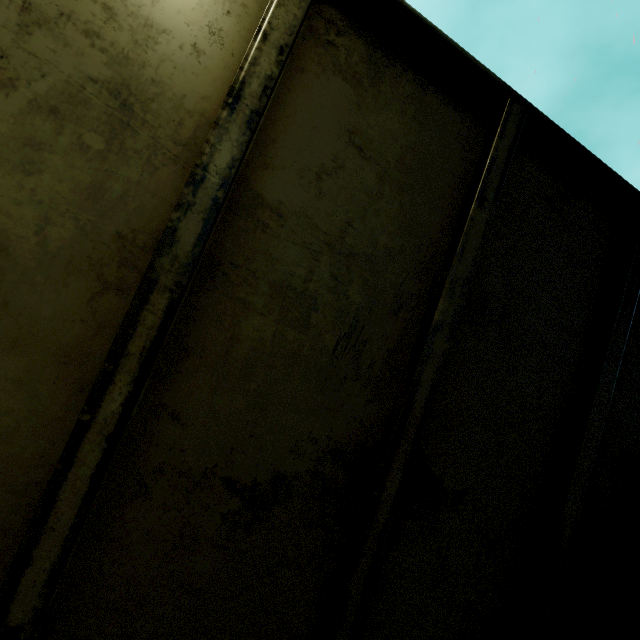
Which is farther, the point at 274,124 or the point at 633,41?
the point at 633,41
